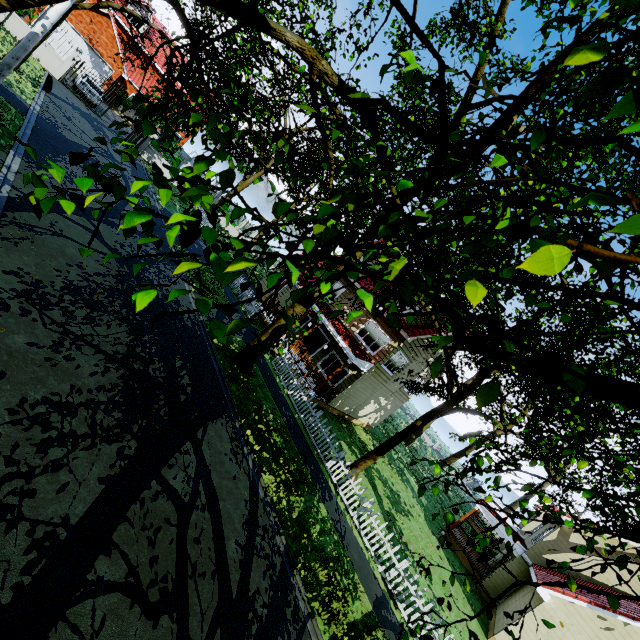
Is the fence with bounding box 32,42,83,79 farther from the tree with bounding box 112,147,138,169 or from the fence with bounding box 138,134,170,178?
the fence with bounding box 138,134,170,178

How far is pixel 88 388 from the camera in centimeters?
646cm

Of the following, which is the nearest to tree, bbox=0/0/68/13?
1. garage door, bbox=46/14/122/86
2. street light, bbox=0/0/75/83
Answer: street light, bbox=0/0/75/83

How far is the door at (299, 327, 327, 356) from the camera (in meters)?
20.20

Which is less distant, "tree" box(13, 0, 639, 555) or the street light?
"tree" box(13, 0, 639, 555)

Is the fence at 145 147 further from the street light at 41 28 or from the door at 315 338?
the street light at 41 28

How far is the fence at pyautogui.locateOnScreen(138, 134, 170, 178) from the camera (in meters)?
26.75

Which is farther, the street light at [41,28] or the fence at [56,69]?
the fence at [56,69]
